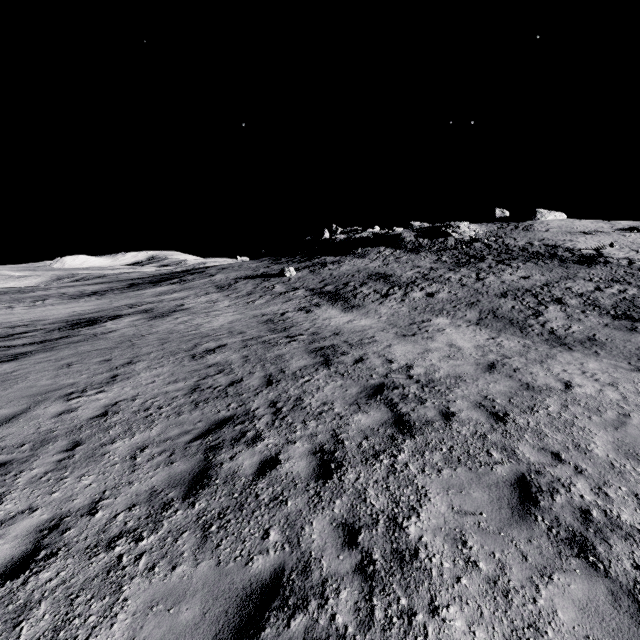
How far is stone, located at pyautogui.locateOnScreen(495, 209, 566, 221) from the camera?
56.3 meters

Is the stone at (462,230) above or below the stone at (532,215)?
below

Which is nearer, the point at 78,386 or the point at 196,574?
the point at 196,574

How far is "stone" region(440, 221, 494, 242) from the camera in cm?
4334

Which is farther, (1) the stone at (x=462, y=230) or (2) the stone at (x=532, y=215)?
(2) the stone at (x=532, y=215)

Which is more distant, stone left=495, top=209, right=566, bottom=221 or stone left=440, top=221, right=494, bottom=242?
stone left=495, top=209, right=566, bottom=221

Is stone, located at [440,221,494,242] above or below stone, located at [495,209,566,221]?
below
